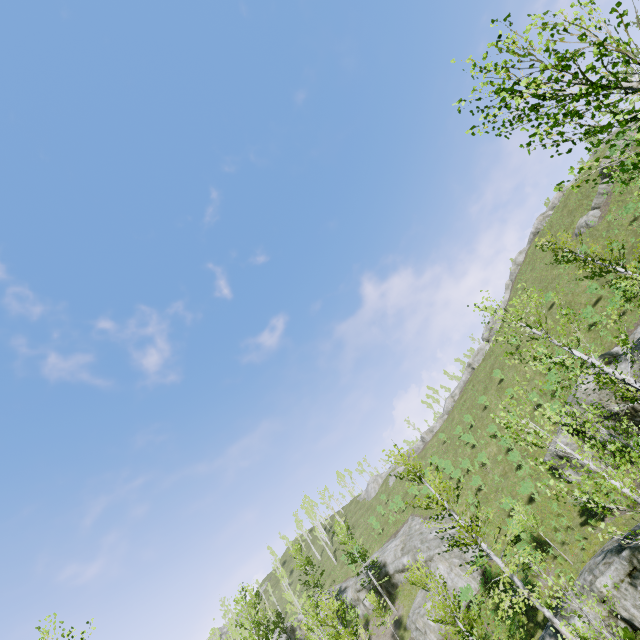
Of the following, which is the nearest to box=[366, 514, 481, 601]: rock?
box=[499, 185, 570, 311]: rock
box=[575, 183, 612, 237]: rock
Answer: box=[499, 185, 570, 311]: rock

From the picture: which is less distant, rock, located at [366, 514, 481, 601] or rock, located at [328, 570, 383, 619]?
rock, located at [366, 514, 481, 601]

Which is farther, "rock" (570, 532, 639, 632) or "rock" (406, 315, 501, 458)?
"rock" (406, 315, 501, 458)

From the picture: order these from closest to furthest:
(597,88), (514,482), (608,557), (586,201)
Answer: (597,88) < (608,557) < (514,482) < (586,201)

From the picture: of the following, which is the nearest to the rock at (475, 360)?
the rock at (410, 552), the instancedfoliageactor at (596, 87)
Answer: the rock at (410, 552)

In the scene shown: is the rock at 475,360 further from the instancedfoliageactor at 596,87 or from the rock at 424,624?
the instancedfoliageactor at 596,87

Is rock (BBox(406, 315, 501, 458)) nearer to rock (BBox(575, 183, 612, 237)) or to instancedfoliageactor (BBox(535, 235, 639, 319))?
rock (BBox(575, 183, 612, 237))

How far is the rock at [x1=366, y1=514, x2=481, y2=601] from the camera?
26.1 meters
